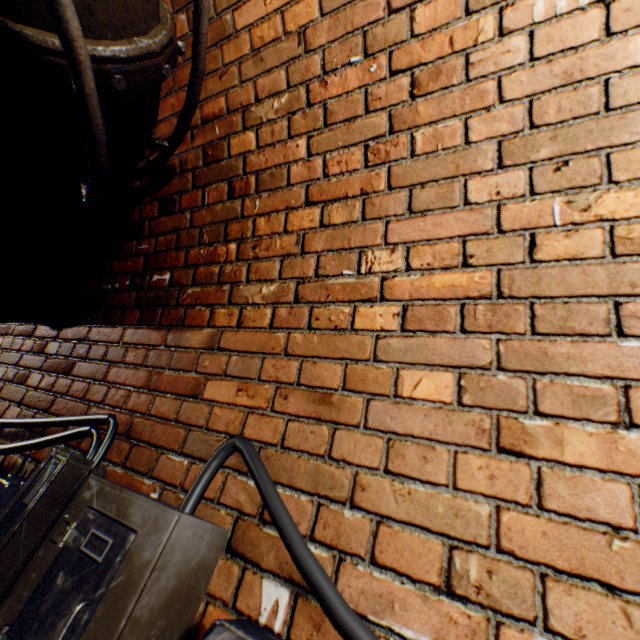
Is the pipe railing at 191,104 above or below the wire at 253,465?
above

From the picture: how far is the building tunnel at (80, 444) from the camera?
1.3m

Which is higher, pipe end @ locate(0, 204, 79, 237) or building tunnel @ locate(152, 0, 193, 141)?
building tunnel @ locate(152, 0, 193, 141)

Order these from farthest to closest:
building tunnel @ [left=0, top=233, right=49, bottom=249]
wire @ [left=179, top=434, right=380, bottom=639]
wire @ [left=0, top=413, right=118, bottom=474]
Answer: building tunnel @ [left=0, top=233, right=49, bottom=249], wire @ [left=0, top=413, right=118, bottom=474], wire @ [left=179, top=434, right=380, bottom=639]

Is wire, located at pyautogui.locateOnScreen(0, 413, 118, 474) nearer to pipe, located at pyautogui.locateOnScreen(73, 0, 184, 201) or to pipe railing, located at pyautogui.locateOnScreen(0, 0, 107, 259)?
pipe railing, located at pyautogui.locateOnScreen(0, 0, 107, 259)

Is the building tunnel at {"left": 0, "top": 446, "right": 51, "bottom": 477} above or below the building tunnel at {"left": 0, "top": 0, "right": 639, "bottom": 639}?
below

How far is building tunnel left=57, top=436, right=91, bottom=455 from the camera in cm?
128

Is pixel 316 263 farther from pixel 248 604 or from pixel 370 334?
pixel 248 604
